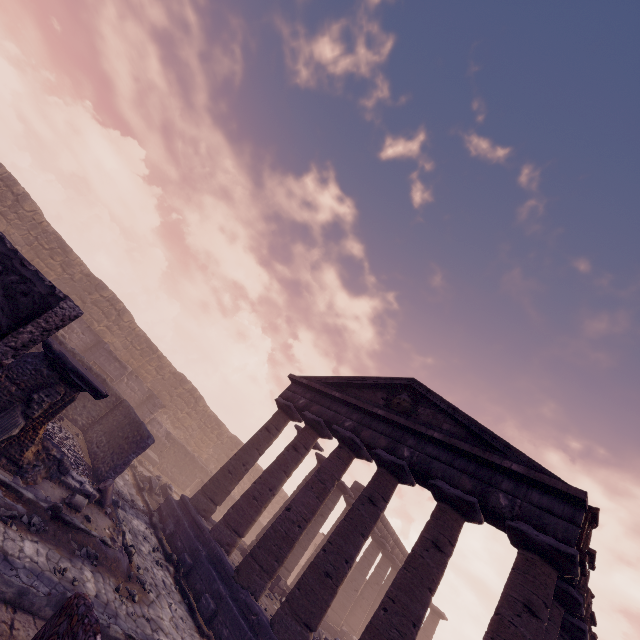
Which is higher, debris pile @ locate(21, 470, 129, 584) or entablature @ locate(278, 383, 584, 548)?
entablature @ locate(278, 383, 584, 548)

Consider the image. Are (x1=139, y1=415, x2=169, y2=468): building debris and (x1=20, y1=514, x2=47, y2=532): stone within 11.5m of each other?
no

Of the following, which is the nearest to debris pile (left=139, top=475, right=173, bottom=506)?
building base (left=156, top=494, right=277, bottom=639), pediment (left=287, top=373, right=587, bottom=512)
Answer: building base (left=156, top=494, right=277, bottom=639)

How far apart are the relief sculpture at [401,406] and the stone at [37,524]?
9.9 meters

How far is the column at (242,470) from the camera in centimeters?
1122cm

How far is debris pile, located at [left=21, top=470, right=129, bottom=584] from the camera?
6.8 meters

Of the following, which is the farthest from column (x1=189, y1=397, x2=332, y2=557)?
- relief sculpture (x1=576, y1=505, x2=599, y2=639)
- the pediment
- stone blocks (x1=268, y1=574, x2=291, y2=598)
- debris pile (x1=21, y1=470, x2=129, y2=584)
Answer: relief sculpture (x1=576, y1=505, x2=599, y2=639)

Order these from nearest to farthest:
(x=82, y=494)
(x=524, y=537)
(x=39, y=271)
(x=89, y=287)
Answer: (x=39, y=271)
(x=524, y=537)
(x=82, y=494)
(x=89, y=287)
